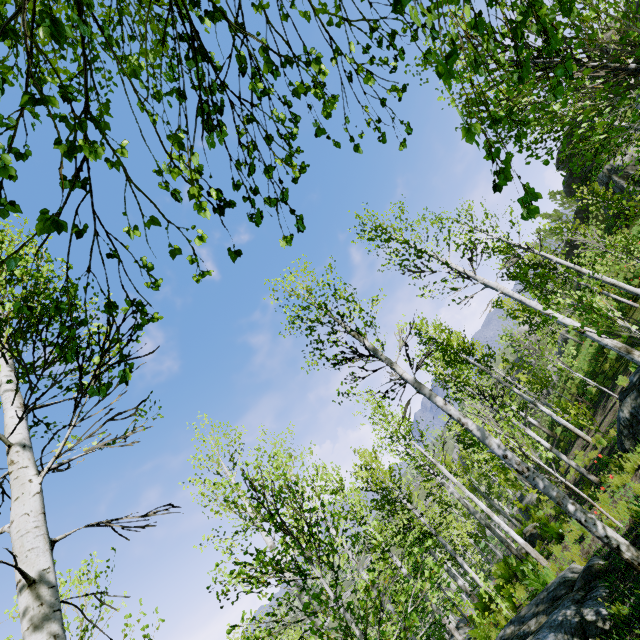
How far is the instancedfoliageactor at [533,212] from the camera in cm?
137

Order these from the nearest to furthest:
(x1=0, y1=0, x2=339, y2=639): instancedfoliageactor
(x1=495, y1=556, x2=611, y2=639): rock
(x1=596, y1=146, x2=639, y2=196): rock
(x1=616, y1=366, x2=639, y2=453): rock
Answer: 1. (x1=0, y1=0, x2=339, y2=639): instancedfoliageactor
2. (x1=495, y1=556, x2=611, y2=639): rock
3. (x1=616, y1=366, x2=639, y2=453): rock
4. (x1=596, y1=146, x2=639, y2=196): rock

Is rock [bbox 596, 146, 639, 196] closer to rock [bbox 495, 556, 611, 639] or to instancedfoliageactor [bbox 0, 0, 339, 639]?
rock [bbox 495, 556, 611, 639]

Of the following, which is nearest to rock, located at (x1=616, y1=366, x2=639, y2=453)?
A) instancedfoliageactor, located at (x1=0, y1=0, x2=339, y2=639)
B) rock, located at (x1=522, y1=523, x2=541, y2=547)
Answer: rock, located at (x1=522, y1=523, x2=541, y2=547)

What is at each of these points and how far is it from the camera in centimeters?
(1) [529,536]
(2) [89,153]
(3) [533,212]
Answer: (1) rock, 1495cm
(2) instancedfoliageactor, 105cm
(3) instancedfoliageactor, 138cm

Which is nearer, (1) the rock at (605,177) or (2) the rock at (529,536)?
(2) the rock at (529,536)

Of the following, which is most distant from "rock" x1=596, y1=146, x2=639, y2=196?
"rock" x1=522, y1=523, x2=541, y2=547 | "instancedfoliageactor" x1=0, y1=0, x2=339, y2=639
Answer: "instancedfoliageactor" x1=0, y1=0, x2=339, y2=639

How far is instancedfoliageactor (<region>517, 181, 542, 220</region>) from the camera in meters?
1.4
